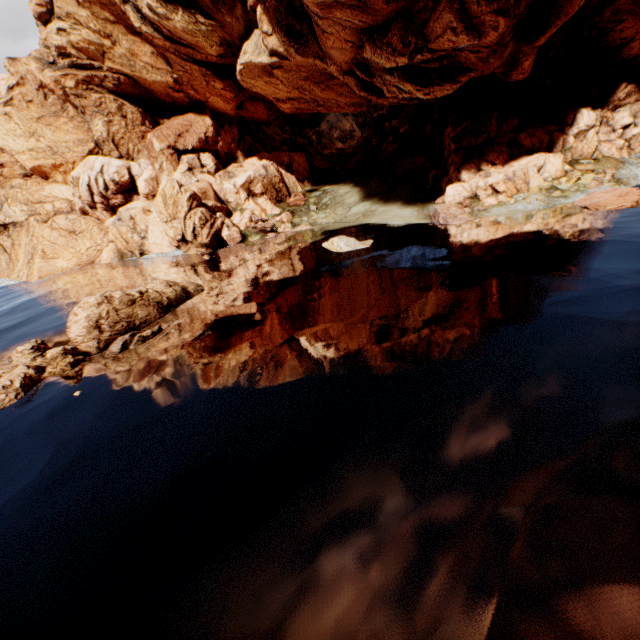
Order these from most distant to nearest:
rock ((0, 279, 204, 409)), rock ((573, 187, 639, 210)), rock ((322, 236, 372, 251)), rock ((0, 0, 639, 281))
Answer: rock ((322, 236, 372, 251)), rock ((0, 0, 639, 281)), rock ((573, 187, 639, 210)), rock ((0, 279, 204, 409))

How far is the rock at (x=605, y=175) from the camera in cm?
2792

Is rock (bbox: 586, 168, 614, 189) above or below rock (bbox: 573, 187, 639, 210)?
above

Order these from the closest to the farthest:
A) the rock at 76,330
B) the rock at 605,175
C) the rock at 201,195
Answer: the rock at 76,330, the rock at 201,195, the rock at 605,175

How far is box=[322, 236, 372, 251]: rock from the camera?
26.61m

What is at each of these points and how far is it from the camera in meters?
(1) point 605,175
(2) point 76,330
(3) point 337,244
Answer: (1) rock, 28.3 m
(2) rock, 17.9 m
(3) rock, 26.9 m
